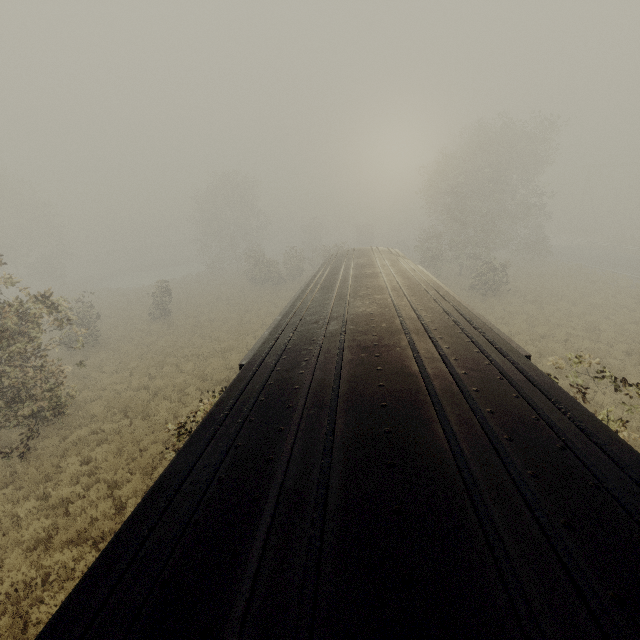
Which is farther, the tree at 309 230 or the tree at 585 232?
the tree at 585 232

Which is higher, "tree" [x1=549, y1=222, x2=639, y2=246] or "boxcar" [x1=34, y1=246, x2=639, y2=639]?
"boxcar" [x1=34, y1=246, x2=639, y2=639]

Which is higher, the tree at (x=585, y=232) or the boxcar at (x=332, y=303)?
the boxcar at (x=332, y=303)

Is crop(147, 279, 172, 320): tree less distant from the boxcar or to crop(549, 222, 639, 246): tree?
the boxcar

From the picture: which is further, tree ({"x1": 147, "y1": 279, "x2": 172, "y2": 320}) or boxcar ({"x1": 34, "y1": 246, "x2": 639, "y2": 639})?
tree ({"x1": 147, "y1": 279, "x2": 172, "y2": 320})

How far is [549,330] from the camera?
17.0 meters

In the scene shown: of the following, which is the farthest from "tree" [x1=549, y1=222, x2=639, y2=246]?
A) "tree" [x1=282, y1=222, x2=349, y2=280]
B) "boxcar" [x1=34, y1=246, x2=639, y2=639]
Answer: "boxcar" [x1=34, y1=246, x2=639, y2=639]
